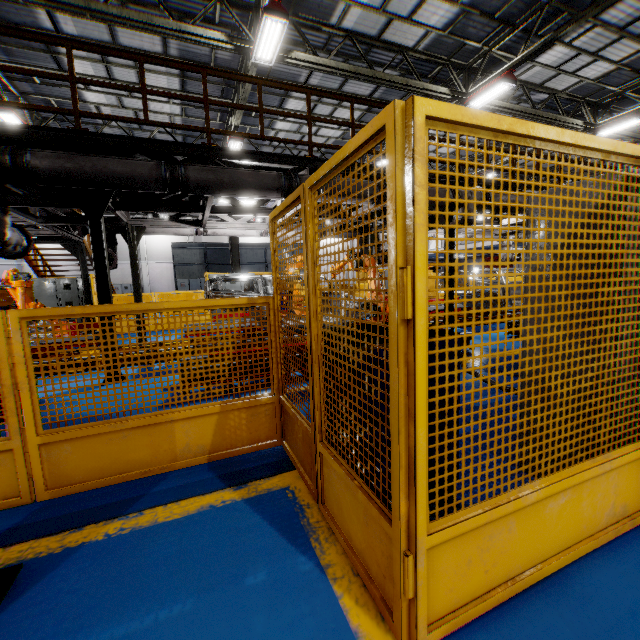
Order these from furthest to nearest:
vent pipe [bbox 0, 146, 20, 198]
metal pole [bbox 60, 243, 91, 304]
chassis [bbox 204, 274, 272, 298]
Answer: metal pole [bbox 60, 243, 91, 304], chassis [bbox 204, 274, 272, 298], vent pipe [bbox 0, 146, 20, 198]

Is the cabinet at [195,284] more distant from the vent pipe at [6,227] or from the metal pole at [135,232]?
the vent pipe at [6,227]

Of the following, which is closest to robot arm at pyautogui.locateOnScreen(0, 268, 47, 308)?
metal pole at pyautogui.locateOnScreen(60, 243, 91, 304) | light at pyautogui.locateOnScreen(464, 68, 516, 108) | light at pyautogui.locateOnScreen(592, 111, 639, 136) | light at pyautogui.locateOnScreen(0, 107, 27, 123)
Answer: metal pole at pyautogui.locateOnScreen(60, 243, 91, 304)

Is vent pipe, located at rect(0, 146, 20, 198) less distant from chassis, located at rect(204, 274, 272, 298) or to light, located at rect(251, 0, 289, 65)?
chassis, located at rect(204, 274, 272, 298)

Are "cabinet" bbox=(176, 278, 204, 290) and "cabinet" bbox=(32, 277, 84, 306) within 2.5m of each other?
no

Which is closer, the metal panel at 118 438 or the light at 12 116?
the metal panel at 118 438

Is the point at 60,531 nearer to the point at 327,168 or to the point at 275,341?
the point at 275,341

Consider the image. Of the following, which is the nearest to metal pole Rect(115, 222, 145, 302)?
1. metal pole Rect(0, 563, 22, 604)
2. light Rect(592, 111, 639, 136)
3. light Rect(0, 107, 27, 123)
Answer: light Rect(0, 107, 27, 123)
